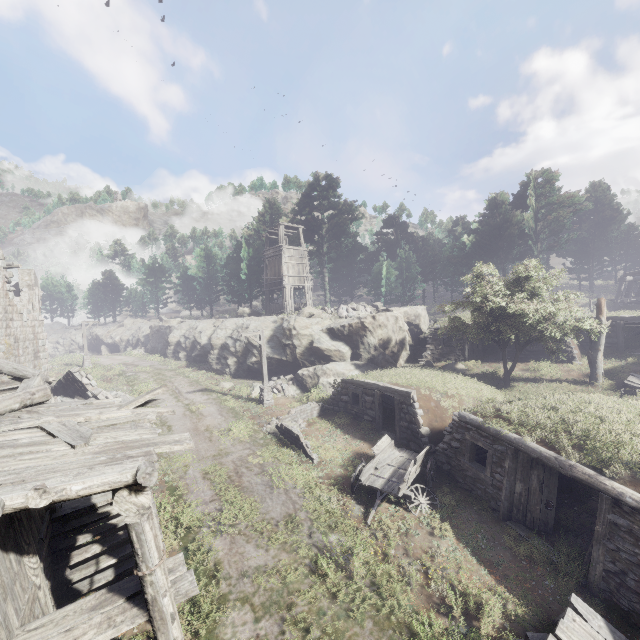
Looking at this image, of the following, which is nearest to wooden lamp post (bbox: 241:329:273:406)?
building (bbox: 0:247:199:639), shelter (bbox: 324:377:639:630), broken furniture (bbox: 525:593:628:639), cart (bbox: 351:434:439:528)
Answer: shelter (bbox: 324:377:639:630)

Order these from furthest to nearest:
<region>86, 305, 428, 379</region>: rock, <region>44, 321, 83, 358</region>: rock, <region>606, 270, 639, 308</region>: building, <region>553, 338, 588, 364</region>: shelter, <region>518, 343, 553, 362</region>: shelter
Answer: <region>44, 321, 83, 358</region>: rock → <region>606, 270, 639, 308</region>: building → <region>86, 305, 428, 379</region>: rock → <region>518, 343, 553, 362</region>: shelter → <region>553, 338, 588, 364</region>: shelter

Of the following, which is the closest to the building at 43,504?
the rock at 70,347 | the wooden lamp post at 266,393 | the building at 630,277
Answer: the rock at 70,347

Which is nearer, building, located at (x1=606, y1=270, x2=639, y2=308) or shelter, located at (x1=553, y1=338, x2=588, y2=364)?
shelter, located at (x1=553, y1=338, x2=588, y2=364)

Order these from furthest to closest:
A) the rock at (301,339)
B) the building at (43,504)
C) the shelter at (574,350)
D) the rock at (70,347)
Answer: the rock at (70,347)
the rock at (301,339)
the shelter at (574,350)
the building at (43,504)

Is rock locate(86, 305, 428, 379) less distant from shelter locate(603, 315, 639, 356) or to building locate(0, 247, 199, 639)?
shelter locate(603, 315, 639, 356)

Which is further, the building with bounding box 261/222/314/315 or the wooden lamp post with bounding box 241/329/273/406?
the building with bounding box 261/222/314/315

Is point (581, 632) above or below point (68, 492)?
below
